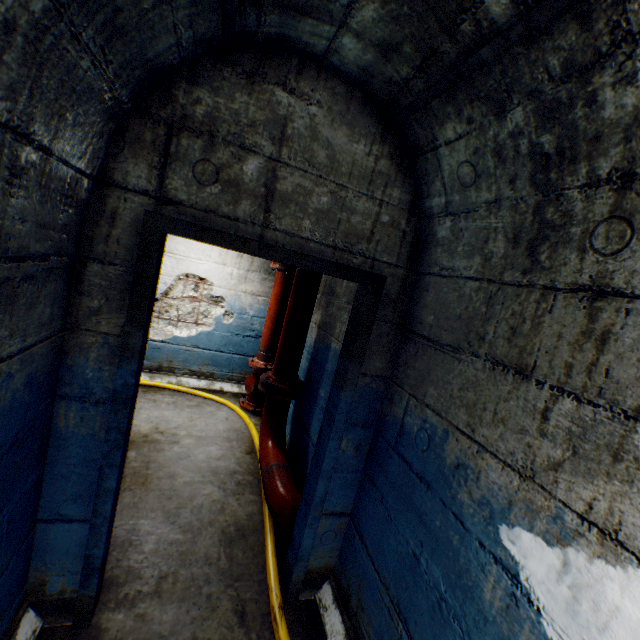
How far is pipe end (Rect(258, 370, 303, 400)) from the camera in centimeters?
322cm

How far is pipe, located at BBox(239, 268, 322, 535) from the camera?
2.5m

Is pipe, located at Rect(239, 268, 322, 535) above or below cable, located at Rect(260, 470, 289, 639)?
above

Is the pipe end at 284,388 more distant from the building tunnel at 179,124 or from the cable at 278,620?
the cable at 278,620

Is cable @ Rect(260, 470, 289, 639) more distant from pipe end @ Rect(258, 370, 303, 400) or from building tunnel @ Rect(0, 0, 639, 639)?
pipe end @ Rect(258, 370, 303, 400)

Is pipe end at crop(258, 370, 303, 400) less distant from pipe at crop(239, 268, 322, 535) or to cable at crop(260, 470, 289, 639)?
pipe at crop(239, 268, 322, 535)

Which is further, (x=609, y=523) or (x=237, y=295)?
(x=237, y=295)

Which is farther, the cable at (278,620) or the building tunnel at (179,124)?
the cable at (278,620)
